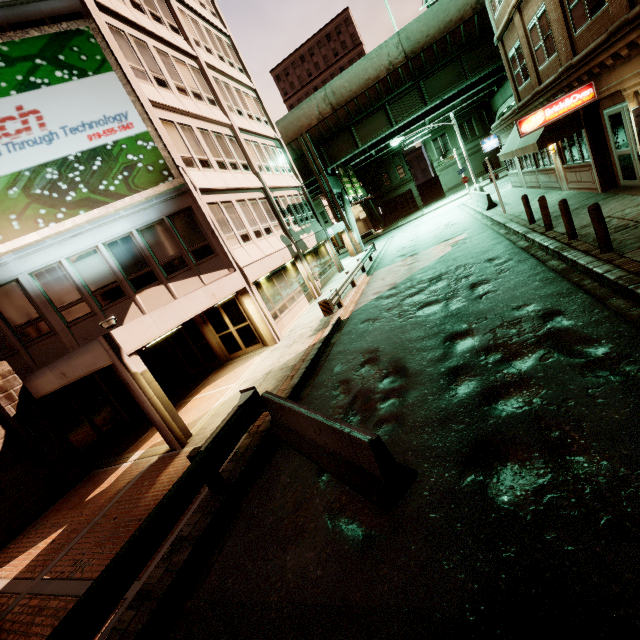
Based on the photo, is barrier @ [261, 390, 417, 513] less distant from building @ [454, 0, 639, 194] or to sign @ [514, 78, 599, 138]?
building @ [454, 0, 639, 194]

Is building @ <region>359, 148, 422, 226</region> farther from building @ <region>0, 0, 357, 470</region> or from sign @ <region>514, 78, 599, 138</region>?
sign @ <region>514, 78, 599, 138</region>

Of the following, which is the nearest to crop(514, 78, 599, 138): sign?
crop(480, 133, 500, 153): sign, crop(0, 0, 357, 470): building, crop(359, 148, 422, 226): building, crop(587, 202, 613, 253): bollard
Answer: crop(587, 202, 613, 253): bollard

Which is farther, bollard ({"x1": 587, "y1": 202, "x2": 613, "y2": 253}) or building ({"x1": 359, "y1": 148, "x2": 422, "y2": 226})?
building ({"x1": 359, "y1": 148, "x2": 422, "y2": 226})

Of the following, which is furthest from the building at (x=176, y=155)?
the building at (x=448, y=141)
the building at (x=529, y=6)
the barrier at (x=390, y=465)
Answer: the building at (x=448, y=141)

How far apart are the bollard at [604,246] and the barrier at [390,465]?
7.33m

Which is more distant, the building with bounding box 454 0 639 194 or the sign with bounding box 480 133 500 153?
the sign with bounding box 480 133 500 153

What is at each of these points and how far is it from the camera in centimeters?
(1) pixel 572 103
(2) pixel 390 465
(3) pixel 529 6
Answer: (1) sign, 1059cm
(2) barrier, 432cm
(3) building, 1262cm
